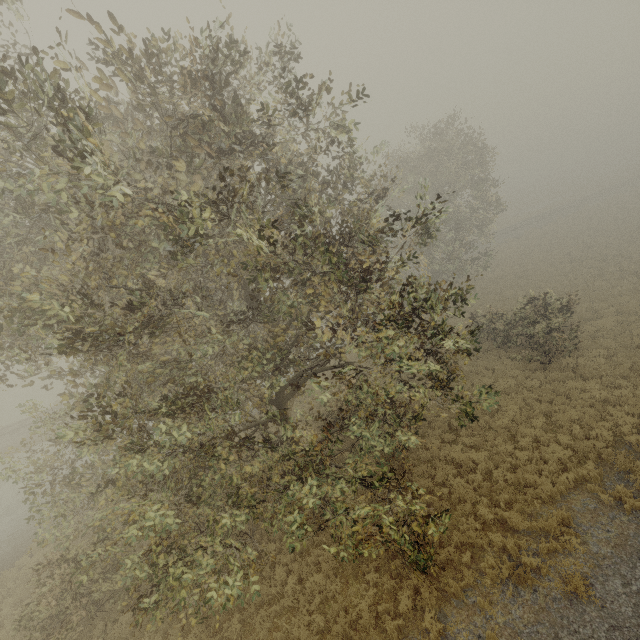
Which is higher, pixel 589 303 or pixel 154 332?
pixel 154 332
